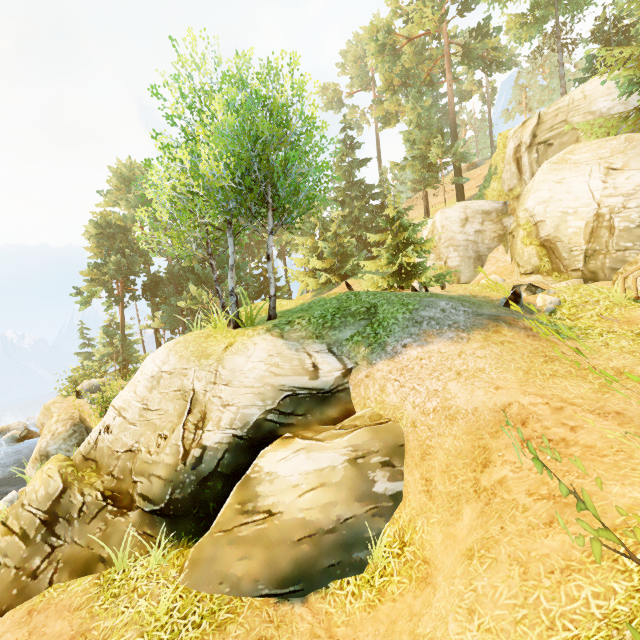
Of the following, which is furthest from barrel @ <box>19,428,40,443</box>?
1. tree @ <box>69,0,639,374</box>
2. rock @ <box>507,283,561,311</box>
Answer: rock @ <box>507,283,561,311</box>

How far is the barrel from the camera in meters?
20.4 m

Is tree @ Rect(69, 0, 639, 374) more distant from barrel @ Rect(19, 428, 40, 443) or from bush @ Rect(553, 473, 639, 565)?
bush @ Rect(553, 473, 639, 565)

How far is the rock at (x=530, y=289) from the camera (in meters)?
9.59

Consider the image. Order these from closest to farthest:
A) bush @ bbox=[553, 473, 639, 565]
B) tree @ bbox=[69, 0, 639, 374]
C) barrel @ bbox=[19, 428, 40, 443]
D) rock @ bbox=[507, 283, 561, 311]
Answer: bush @ bbox=[553, 473, 639, 565] → rock @ bbox=[507, 283, 561, 311] → tree @ bbox=[69, 0, 639, 374] → barrel @ bbox=[19, 428, 40, 443]

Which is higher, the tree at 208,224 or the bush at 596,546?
the tree at 208,224

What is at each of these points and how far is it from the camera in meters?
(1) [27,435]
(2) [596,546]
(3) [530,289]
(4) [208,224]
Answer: (1) barrel, 20.4 m
(2) bush, 1.7 m
(3) rock, 10.6 m
(4) tree, 11.7 m
